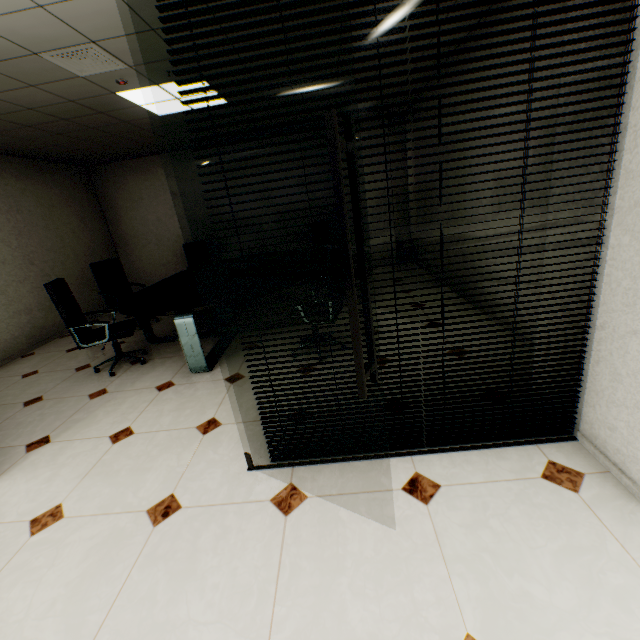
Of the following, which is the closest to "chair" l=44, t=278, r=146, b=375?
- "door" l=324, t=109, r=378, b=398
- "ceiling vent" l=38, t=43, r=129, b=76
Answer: "ceiling vent" l=38, t=43, r=129, b=76

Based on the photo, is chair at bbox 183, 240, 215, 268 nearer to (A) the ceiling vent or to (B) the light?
(B) the light

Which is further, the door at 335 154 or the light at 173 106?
the light at 173 106

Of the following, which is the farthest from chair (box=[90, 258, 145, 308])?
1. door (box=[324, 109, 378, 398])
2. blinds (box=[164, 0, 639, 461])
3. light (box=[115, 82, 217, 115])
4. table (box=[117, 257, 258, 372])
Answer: door (box=[324, 109, 378, 398])

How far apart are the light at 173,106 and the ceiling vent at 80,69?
0.5 meters

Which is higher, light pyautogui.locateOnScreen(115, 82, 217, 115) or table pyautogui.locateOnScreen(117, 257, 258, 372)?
light pyautogui.locateOnScreen(115, 82, 217, 115)

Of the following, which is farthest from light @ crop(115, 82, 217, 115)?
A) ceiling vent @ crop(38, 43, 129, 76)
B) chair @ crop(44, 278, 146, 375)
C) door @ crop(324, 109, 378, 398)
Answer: door @ crop(324, 109, 378, 398)

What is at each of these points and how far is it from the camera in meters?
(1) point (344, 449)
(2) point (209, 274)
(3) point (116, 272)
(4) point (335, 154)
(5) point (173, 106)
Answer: (1) blinds, 2.1
(2) table, 5.1
(3) chair, 5.5
(4) door, 1.0
(5) light, 4.2
